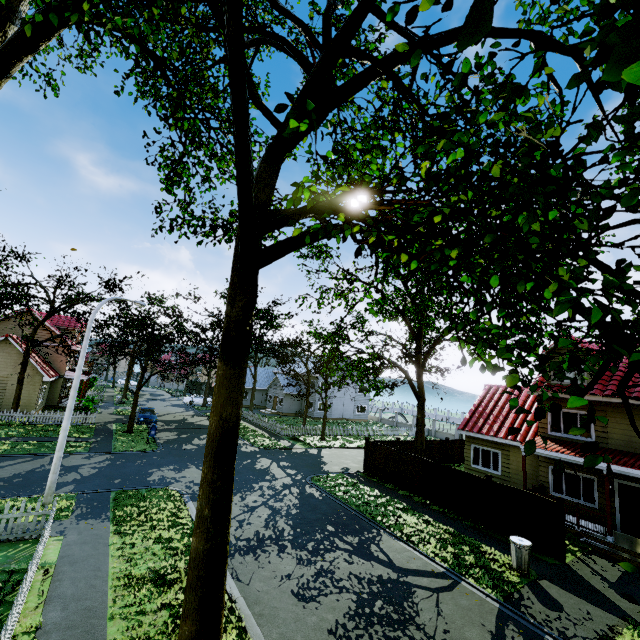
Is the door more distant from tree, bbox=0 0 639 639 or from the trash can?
the trash can

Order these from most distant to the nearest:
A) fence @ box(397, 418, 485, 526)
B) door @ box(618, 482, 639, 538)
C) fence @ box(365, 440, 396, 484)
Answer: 1. fence @ box(365, 440, 396, 484)
2. fence @ box(397, 418, 485, 526)
3. door @ box(618, 482, 639, 538)

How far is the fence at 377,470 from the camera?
19.6m

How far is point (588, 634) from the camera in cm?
844

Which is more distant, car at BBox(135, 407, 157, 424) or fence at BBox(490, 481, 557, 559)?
car at BBox(135, 407, 157, 424)

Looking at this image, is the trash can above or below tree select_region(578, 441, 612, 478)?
below

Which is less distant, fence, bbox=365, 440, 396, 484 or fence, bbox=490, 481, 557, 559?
fence, bbox=490, 481, 557, 559
